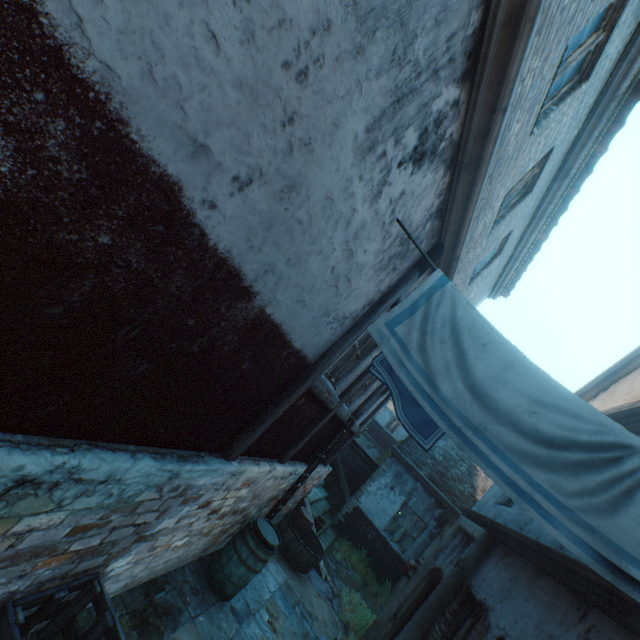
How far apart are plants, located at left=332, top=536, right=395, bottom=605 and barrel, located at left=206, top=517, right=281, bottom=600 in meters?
6.6

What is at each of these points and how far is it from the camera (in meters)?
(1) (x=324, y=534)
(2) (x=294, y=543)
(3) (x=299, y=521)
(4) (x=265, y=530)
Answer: (1) stairs, 10.70
(2) cask, 7.68
(3) wicker basket, 8.16
(4) barrel lid, 5.47

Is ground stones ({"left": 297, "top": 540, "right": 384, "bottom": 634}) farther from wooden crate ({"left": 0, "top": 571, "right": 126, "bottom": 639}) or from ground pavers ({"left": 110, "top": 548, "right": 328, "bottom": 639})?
wooden crate ({"left": 0, "top": 571, "right": 126, "bottom": 639})

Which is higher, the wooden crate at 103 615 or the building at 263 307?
the building at 263 307

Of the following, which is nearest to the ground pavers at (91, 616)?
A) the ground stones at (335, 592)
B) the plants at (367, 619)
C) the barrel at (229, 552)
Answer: the barrel at (229, 552)

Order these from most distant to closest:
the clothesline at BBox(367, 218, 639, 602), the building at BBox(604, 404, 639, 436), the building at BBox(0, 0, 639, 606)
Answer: the building at BBox(604, 404, 639, 436) < the clothesline at BBox(367, 218, 639, 602) < the building at BBox(0, 0, 639, 606)

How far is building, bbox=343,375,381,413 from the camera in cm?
670

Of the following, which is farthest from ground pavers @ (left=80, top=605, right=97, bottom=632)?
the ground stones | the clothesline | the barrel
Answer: the clothesline
